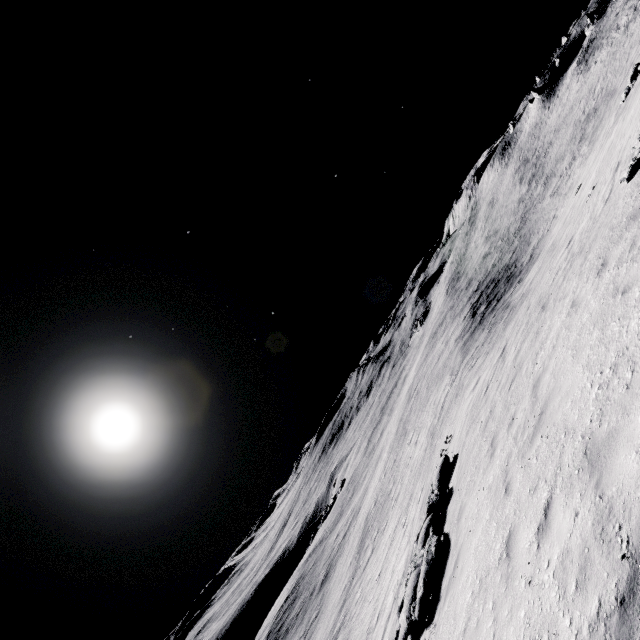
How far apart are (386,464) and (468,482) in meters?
35.8 m
